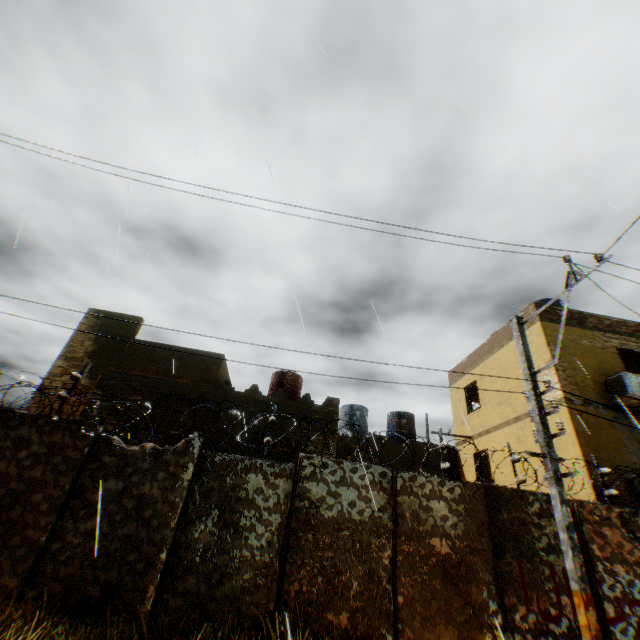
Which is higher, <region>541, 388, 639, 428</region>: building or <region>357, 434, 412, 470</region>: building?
<region>541, 388, 639, 428</region>: building

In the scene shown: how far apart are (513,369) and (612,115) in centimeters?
889cm

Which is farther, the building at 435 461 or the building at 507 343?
the building at 435 461

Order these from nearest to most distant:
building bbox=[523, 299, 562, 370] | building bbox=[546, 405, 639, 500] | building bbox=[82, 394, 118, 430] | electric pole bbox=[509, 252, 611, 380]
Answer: electric pole bbox=[509, 252, 611, 380], building bbox=[546, 405, 639, 500], building bbox=[82, 394, 118, 430], building bbox=[523, 299, 562, 370]

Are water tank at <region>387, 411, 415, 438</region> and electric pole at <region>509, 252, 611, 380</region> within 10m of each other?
no

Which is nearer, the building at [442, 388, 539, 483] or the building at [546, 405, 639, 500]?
the building at [546, 405, 639, 500]

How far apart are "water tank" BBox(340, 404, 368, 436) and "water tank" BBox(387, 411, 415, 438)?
1.1 meters

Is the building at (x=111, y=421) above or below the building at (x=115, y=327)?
below
